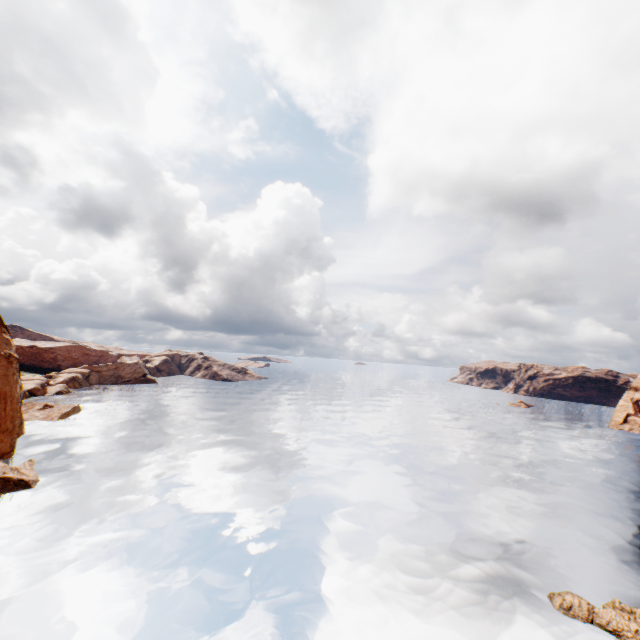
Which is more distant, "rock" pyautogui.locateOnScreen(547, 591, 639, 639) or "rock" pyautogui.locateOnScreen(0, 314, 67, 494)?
"rock" pyautogui.locateOnScreen(0, 314, 67, 494)

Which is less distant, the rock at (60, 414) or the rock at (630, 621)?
the rock at (630, 621)

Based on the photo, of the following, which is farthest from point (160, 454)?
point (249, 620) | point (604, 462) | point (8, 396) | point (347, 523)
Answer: point (604, 462)
